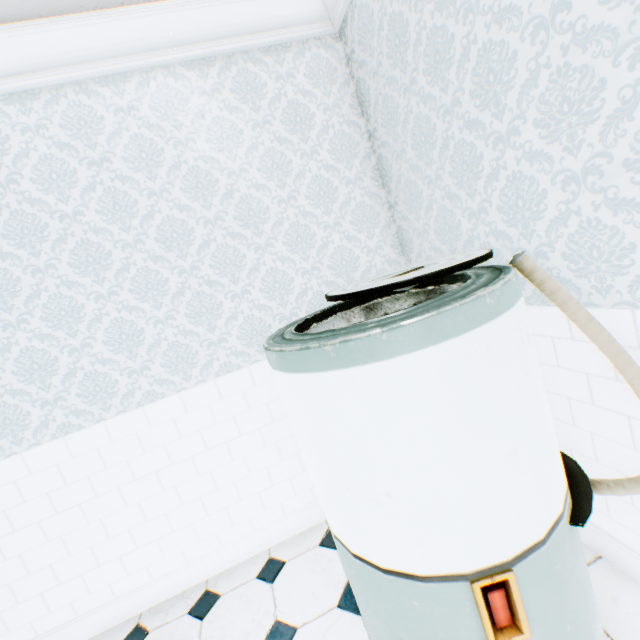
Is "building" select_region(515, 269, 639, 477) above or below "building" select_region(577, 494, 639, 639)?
above

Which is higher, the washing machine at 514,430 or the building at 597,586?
the washing machine at 514,430

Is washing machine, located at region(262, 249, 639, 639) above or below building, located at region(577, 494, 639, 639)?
above

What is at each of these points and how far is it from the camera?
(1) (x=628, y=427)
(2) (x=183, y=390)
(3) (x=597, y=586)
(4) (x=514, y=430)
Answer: (1) building, 1.1m
(2) building, 1.9m
(3) building, 1.3m
(4) washing machine, 0.8m

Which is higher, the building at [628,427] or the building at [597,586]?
the building at [628,427]
